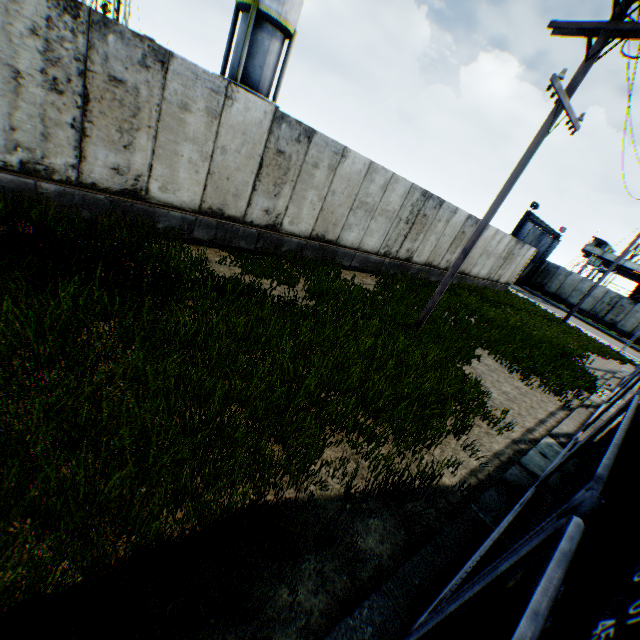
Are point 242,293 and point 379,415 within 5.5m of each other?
yes

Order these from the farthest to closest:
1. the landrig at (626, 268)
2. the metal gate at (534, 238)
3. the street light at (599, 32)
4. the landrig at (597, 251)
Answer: the landrig at (597, 251) < the landrig at (626, 268) < the metal gate at (534, 238) < the street light at (599, 32)

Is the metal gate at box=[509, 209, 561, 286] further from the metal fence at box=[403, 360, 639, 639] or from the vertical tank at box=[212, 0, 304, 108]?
the vertical tank at box=[212, 0, 304, 108]

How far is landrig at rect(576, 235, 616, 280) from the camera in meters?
38.7 m

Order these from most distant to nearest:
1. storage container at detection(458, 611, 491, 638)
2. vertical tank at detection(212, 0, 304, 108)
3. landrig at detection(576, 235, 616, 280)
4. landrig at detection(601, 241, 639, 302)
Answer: landrig at detection(576, 235, 616, 280) → landrig at detection(601, 241, 639, 302) → vertical tank at detection(212, 0, 304, 108) → storage container at detection(458, 611, 491, 638)

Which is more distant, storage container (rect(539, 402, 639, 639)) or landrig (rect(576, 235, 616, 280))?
landrig (rect(576, 235, 616, 280))

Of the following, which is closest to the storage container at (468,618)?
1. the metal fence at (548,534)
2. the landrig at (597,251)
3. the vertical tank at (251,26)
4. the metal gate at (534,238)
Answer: the metal fence at (548,534)
